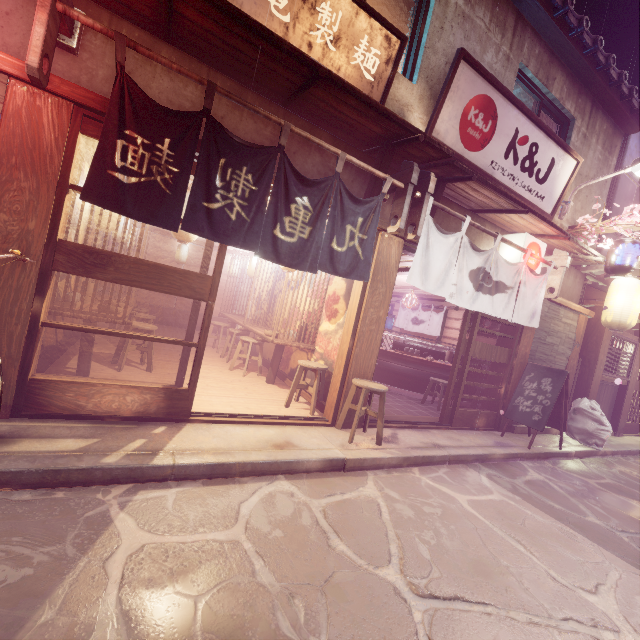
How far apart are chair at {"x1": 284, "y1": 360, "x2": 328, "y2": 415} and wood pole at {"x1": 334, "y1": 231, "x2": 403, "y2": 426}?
0.7m

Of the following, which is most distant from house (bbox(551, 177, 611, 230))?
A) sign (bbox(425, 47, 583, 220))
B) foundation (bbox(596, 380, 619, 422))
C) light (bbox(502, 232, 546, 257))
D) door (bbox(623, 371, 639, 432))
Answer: door (bbox(623, 371, 639, 432))

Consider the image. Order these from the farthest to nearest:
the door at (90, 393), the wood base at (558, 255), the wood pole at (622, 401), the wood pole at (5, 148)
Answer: the wood pole at (622, 401) → the wood base at (558, 255) → the door at (90, 393) → the wood pole at (5, 148)

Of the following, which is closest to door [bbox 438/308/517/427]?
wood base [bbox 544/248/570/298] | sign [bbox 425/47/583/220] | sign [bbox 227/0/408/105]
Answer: wood base [bbox 544/248/570/298]

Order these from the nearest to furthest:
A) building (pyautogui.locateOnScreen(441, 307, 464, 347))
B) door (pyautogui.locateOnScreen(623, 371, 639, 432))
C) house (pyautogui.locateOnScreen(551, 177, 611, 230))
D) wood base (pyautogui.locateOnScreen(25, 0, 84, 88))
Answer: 1. wood base (pyautogui.locateOnScreen(25, 0, 84, 88))
2. house (pyautogui.locateOnScreen(551, 177, 611, 230))
3. door (pyautogui.locateOnScreen(623, 371, 639, 432))
4. building (pyautogui.locateOnScreen(441, 307, 464, 347))

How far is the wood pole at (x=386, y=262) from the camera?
8.2 meters

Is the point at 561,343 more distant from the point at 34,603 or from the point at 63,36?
the point at 63,36

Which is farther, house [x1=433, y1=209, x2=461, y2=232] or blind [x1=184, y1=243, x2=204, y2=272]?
blind [x1=184, y1=243, x2=204, y2=272]
